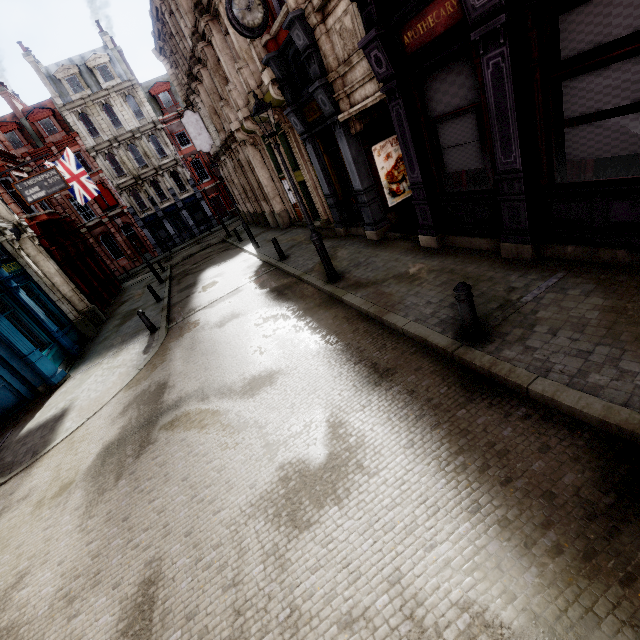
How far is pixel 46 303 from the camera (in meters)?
14.54

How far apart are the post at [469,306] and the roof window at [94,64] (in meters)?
44.70

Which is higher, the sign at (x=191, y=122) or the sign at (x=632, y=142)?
the sign at (x=191, y=122)

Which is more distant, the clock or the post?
the clock

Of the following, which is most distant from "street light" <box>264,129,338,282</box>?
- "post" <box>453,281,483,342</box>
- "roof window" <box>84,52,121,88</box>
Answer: "roof window" <box>84,52,121,88</box>

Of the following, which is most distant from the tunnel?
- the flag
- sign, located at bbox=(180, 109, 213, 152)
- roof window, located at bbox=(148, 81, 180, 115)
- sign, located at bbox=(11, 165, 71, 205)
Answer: roof window, located at bbox=(148, 81, 180, 115)

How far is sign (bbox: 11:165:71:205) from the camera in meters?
15.3 m

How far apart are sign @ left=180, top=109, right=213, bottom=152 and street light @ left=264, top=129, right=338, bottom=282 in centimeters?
1610cm
